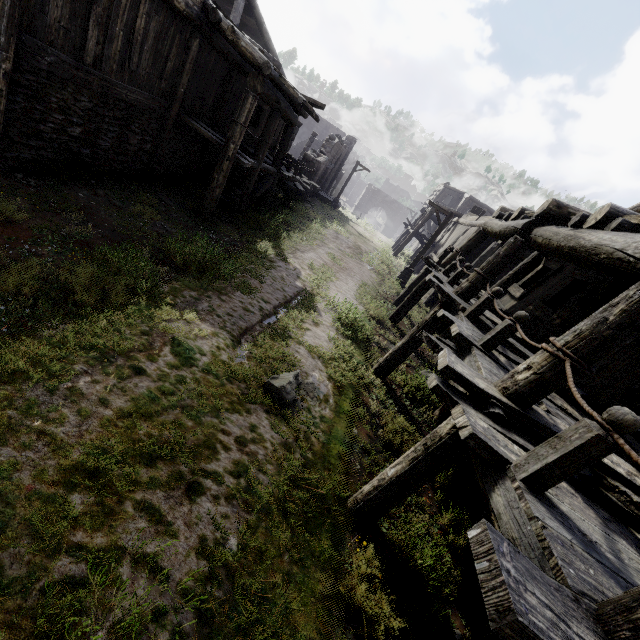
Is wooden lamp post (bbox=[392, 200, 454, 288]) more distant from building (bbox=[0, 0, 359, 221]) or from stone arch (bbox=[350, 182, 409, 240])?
stone arch (bbox=[350, 182, 409, 240])

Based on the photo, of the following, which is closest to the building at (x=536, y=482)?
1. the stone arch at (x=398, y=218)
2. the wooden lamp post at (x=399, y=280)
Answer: the stone arch at (x=398, y=218)

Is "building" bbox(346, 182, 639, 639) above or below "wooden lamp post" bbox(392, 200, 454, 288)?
above

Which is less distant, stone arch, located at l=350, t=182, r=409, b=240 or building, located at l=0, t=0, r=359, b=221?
building, located at l=0, t=0, r=359, b=221

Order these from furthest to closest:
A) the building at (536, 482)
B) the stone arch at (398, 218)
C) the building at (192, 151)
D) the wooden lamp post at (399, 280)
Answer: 1. the stone arch at (398, 218)
2. the wooden lamp post at (399, 280)
3. the building at (192, 151)
4. the building at (536, 482)

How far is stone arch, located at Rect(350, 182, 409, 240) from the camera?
48.41m

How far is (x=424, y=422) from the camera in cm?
815
